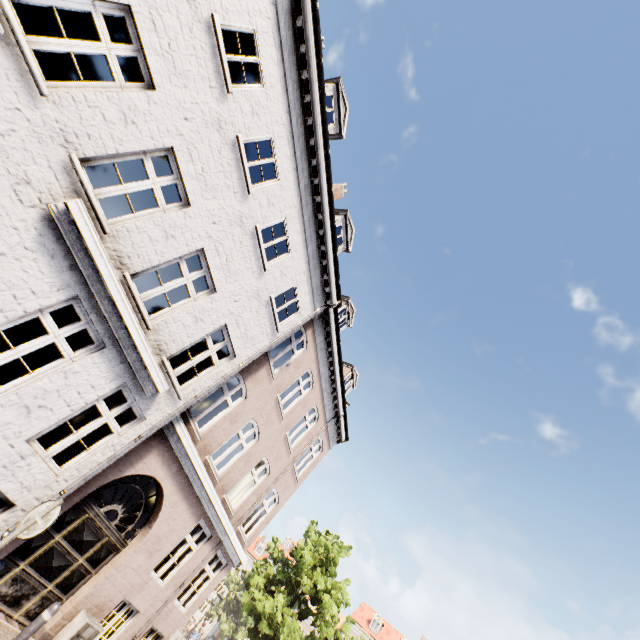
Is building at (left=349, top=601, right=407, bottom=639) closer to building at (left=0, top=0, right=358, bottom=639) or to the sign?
building at (left=0, top=0, right=358, bottom=639)

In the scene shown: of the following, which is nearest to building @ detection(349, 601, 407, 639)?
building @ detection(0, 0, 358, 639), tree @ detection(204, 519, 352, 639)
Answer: tree @ detection(204, 519, 352, 639)

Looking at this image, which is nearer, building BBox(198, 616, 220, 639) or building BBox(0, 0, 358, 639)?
building BBox(0, 0, 358, 639)

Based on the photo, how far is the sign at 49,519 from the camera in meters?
4.4 m

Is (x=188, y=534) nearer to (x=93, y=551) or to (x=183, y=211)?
(x=93, y=551)

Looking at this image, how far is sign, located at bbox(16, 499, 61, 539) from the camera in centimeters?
444cm

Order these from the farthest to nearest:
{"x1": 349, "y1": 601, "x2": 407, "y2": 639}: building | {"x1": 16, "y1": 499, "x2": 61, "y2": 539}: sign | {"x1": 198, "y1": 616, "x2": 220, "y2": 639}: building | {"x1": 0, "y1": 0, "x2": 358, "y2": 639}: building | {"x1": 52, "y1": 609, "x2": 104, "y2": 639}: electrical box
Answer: {"x1": 198, "y1": 616, "x2": 220, "y2": 639}: building → {"x1": 349, "y1": 601, "x2": 407, "y2": 639}: building → {"x1": 52, "y1": 609, "x2": 104, "y2": 639}: electrical box → {"x1": 0, "y1": 0, "x2": 358, "y2": 639}: building → {"x1": 16, "y1": 499, "x2": 61, "y2": 539}: sign

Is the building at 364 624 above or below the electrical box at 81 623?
above
